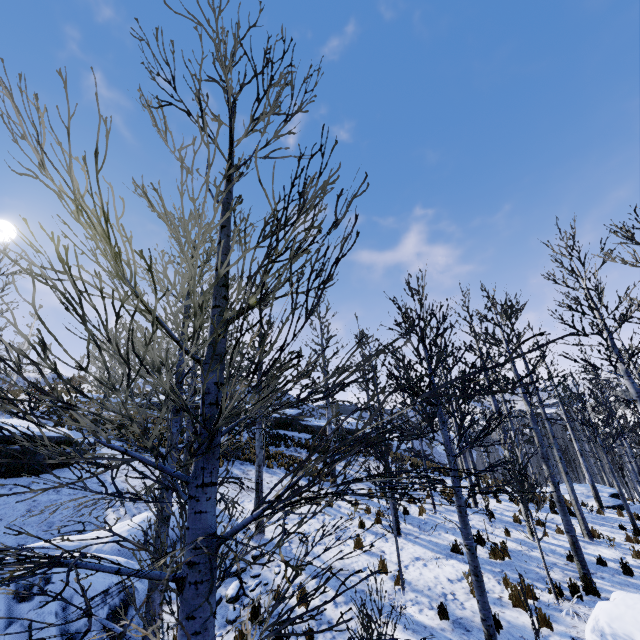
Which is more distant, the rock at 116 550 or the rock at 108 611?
the rock at 116 550

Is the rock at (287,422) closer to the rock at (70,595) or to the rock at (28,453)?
the rock at (28,453)

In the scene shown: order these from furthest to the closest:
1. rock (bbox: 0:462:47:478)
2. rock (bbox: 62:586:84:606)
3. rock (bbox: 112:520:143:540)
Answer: rock (bbox: 0:462:47:478) < rock (bbox: 112:520:143:540) < rock (bbox: 62:586:84:606)

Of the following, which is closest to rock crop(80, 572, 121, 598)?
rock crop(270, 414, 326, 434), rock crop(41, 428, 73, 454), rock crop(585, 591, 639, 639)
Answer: rock crop(41, 428, 73, 454)

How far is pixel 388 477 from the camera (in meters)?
2.06

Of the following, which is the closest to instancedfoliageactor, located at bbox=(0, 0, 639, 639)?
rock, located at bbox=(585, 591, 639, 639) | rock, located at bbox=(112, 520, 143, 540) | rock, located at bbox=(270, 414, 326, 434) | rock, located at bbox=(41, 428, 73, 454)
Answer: rock, located at bbox=(585, 591, 639, 639)

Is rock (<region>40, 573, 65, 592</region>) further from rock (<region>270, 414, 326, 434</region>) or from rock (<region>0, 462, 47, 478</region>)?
rock (<region>270, 414, 326, 434</region>)
